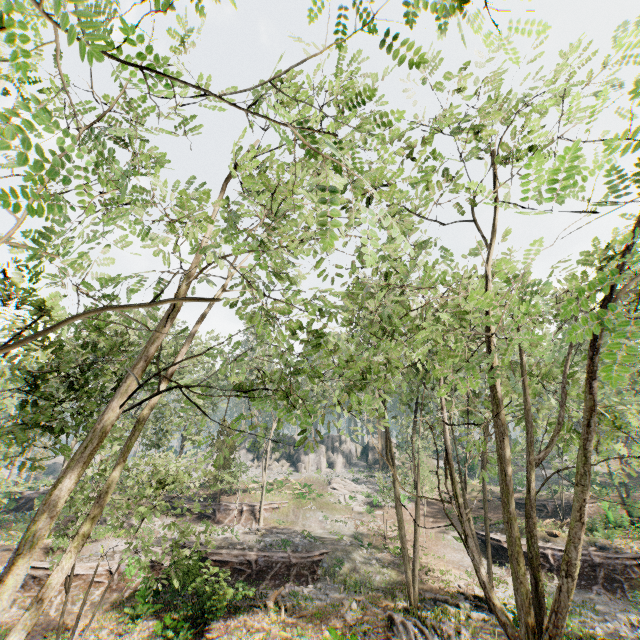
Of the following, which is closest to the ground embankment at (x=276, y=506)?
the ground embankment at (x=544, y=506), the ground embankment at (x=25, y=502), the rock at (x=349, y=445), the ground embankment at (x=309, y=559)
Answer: the ground embankment at (x=309, y=559)

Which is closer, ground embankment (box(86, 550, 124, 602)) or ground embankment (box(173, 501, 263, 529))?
ground embankment (box(86, 550, 124, 602))

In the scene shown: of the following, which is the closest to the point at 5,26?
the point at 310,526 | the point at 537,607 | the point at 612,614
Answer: the point at 537,607

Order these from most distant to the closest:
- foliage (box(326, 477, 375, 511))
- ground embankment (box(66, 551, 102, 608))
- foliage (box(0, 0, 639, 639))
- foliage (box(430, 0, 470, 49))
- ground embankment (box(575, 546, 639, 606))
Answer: foliage (box(326, 477, 375, 511)) < ground embankment (box(575, 546, 639, 606)) < ground embankment (box(66, 551, 102, 608)) < foliage (box(0, 0, 639, 639)) < foliage (box(430, 0, 470, 49))

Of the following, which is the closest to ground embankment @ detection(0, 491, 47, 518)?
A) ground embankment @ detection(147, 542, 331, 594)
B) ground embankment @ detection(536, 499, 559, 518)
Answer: ground embankment @ detection(147, 542, 331, 594)

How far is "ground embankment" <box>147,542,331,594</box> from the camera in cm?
1739

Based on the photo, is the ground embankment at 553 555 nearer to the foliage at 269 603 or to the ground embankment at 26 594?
the ground embankment at 26 594

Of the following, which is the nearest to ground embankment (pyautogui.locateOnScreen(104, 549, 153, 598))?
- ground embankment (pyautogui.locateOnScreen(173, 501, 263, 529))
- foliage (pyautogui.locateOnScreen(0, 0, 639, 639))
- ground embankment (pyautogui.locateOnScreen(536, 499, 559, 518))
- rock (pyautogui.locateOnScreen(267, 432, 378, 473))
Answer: foliage (pyautogui.locateOnScreen(0, 0, 639, 639))
